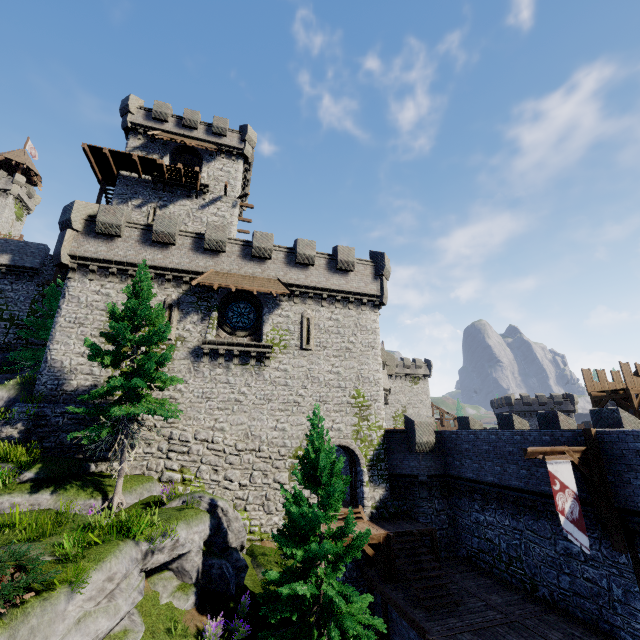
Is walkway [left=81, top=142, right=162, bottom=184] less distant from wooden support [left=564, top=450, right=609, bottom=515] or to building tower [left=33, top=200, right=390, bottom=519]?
building tower [left=33, top=200, right=390, bottom=519]

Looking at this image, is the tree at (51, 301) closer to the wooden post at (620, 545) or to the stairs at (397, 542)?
the stairs at (397, 542)

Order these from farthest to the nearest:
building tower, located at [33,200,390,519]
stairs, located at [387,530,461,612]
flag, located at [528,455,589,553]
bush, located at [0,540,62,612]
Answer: building tower, located at [33,200,390,519] < stairs, located at [387,530,461,612] < flag, located at [528,455,589,553] < bush, located at [0,540,62,612]

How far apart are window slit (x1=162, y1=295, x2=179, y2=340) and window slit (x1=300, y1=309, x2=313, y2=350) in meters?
7.4

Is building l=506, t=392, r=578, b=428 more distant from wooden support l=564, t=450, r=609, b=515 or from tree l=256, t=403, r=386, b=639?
tree l=256, t=403, r=386, b=639

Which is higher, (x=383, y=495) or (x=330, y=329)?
(x=330, y=329)

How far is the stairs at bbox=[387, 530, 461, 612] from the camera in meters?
13.4

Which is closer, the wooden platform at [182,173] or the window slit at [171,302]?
the window slit at [171,302]
